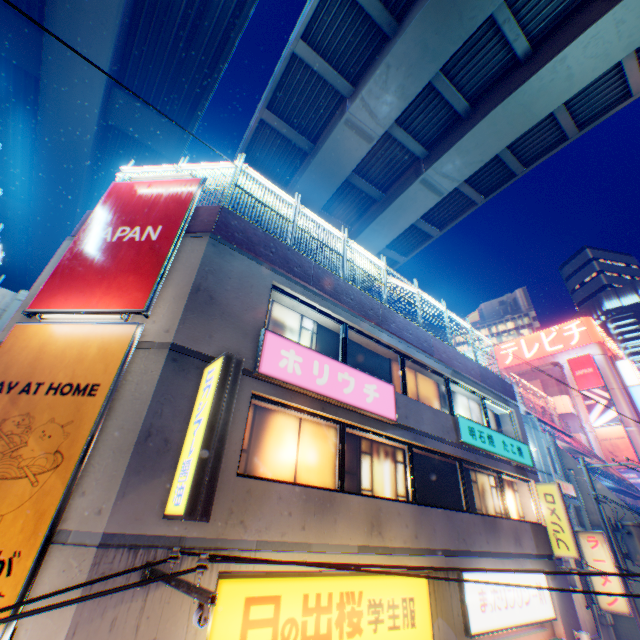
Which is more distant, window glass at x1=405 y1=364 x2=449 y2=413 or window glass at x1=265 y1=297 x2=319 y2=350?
window glass at x1=405 y1=364 x2=449 y2=413

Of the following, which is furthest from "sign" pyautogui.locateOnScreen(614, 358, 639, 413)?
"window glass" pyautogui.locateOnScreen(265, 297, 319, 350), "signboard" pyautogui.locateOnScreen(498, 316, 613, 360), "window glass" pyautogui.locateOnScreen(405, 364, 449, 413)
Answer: "window glass" pyautogui.locateOnScreen(265, 297, 319, 350)

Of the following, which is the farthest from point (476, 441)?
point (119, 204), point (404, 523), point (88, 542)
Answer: point (119, 204)

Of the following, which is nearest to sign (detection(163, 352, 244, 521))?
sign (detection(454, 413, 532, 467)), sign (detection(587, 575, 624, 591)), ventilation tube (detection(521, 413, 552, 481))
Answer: sign (detection(454, 413, 532, 467))

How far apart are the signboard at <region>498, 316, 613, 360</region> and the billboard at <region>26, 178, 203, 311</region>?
51.5 meters

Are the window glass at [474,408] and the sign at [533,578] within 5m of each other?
yes

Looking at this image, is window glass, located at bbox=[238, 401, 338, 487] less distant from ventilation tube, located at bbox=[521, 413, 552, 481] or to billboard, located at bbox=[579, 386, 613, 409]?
ventilation tube, located at bbox=[521, 413, 552, 481]

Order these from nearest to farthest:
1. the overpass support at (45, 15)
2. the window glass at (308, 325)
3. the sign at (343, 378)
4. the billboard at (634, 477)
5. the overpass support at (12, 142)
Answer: the sign at (343, 378) → the window glass at (308, 325) → the overpass support at (45, 15) → the overpass support at (12, 142) → the billboard at (634, 477)
